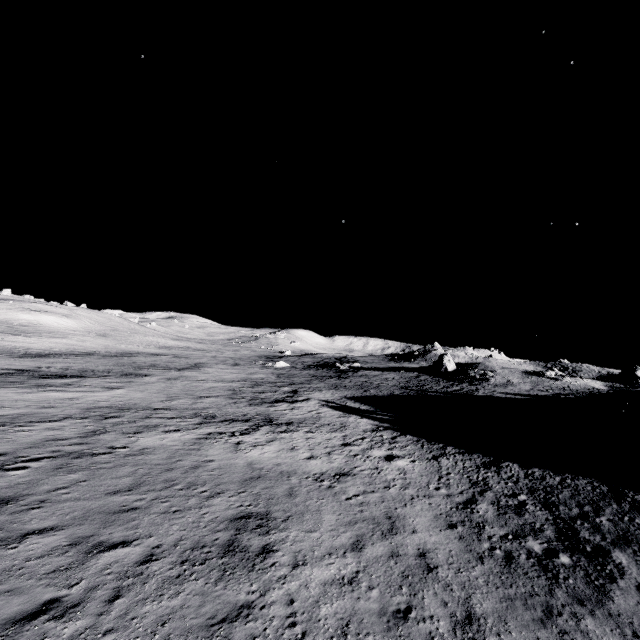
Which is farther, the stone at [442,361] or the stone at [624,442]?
the stone at [442,361]

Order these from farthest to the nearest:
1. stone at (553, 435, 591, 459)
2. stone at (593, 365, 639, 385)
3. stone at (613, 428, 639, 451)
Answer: stone at (593, 365, 639, 385)
stone at (553, 435, 591, 459)
stone at (613, 428, 639, 451)

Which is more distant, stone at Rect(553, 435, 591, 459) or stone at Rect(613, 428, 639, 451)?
stone at Rect(553, 435, 591, 459)

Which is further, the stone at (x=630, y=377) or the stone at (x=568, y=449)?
the stone at (x=630, y=377)

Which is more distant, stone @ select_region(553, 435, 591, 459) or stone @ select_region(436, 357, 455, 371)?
stone @ select_region(436, 357, 455, 371)

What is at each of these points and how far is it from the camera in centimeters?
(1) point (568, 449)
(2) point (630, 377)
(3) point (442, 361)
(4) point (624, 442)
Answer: (1) stone, 2056cm
(2) stone, 4869cm
(3) stone, 5919cm
(4) stone, 1966cm

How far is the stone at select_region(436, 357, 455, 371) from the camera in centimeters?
5866cm

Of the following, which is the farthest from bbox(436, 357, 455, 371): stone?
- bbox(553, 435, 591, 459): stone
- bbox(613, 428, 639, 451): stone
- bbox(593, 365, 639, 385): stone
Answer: bbox(613, 428, 639, 451): stone
